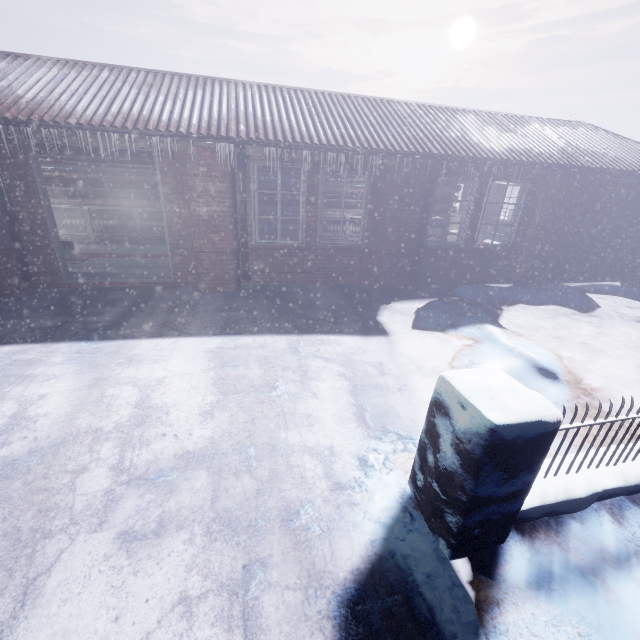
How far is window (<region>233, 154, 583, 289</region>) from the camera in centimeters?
531cm

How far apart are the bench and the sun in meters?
80.8

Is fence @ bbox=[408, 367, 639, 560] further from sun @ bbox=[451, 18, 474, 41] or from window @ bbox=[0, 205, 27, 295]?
sun @ bbox=[451, 18, 474, 41]

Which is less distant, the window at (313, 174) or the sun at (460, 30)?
the window at (313, 174)

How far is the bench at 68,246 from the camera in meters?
5.0

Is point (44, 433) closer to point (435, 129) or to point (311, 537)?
point (311, 537)

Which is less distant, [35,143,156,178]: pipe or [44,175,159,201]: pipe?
[35,143,156,178]: pipe

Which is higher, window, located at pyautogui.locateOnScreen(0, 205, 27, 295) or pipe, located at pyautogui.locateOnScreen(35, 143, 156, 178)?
pipe, located at pyautogui.locateOnScreen(35, 143, 156, 178)
